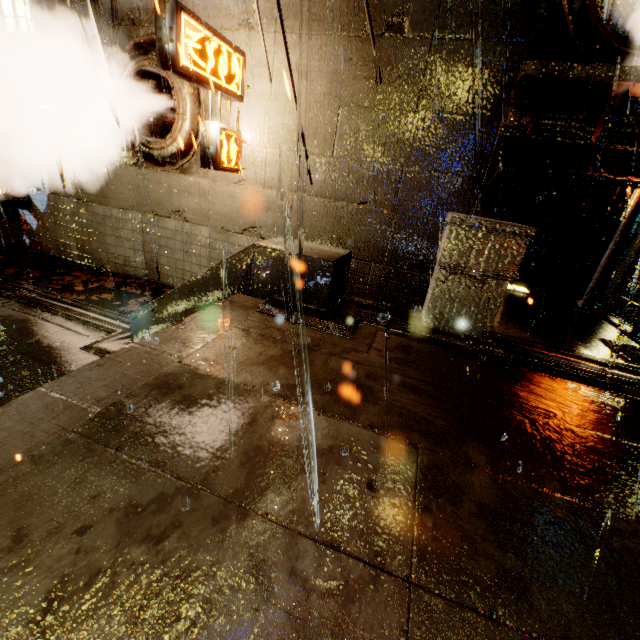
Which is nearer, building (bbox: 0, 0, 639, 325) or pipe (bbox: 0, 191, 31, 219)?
building (bbox: 0, 0, 639, 325)

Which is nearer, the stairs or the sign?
the stairs

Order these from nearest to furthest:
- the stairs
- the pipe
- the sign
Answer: the stairs
the sign
the pipe

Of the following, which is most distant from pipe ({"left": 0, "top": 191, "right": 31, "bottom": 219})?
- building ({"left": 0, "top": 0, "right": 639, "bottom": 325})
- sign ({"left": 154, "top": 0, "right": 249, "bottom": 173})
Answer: sign ({"left": 154, "top": 0, "right": 249, "bottom": 173})

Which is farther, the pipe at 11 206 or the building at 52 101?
the pipe at 11 206

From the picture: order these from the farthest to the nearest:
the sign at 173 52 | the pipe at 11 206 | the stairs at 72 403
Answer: the pipe at 11 206, the sign at 173 52, the stairs at 72 403

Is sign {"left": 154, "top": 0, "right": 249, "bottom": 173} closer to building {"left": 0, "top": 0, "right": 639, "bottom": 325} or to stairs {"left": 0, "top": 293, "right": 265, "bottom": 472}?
building {"left": 0, "top": 0, "right": 639, "bottom": 325}

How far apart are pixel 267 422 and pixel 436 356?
2.1 meters
